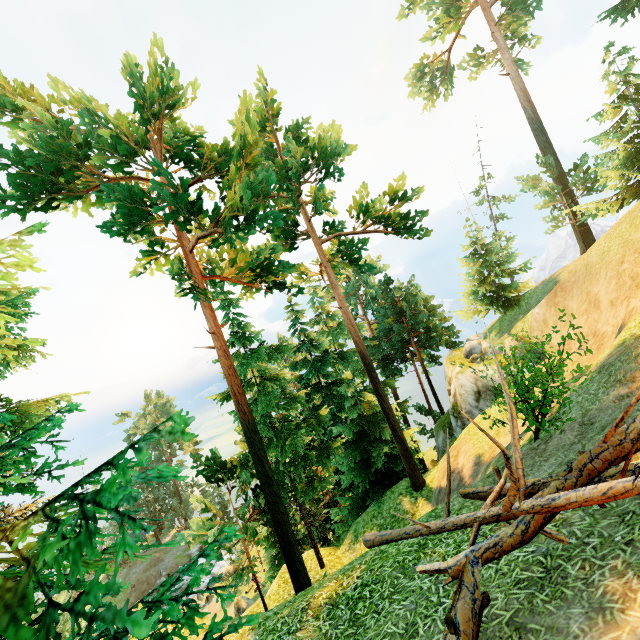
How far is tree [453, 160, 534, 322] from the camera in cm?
2819

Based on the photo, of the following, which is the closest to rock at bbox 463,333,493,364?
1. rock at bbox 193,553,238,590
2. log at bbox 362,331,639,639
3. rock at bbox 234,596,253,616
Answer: log at bbox 362,331,639,639

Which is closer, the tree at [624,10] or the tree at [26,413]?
the tree at [26,413]

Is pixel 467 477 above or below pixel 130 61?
below

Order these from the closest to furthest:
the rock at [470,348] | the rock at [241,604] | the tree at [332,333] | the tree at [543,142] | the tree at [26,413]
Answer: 1. the tree at [332,333]
2. the tree at [26,413]
3. the tree at [543,142]
4. the rock at [470,348]
5. the rock at [241,604]

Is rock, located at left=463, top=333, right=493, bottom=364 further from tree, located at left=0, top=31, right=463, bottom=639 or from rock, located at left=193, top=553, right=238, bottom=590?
rock, located at left=193, top=553, right=238, bottom=590
